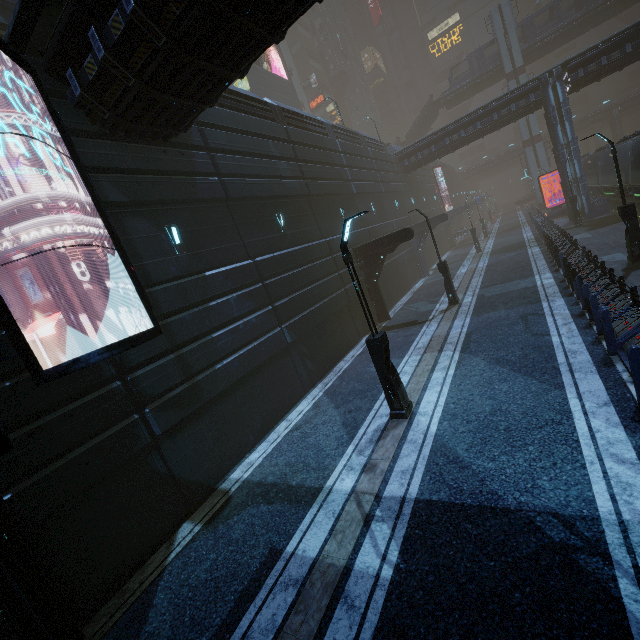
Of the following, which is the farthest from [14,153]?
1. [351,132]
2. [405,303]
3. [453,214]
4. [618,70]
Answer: [453,214]

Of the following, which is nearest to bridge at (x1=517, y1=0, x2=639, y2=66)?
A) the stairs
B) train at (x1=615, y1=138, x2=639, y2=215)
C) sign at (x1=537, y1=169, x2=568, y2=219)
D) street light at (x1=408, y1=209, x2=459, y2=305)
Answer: the stairs

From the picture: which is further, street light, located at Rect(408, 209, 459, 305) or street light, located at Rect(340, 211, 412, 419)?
street light, located at Rect(408, 209, 459, 305)

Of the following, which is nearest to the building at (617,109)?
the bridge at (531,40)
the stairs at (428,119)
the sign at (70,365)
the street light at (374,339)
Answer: the sign at (70,365)

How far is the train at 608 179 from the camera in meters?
24.7

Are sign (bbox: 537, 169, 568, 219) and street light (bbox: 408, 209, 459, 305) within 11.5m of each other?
no

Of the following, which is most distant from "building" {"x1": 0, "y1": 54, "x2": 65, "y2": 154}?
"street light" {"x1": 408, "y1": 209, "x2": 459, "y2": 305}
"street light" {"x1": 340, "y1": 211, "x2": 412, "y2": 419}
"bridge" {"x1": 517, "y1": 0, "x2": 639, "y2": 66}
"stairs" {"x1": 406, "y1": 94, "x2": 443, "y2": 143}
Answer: "bridge" {"x1": 517, "y1": 0, "x2": 639, "y2": 66}

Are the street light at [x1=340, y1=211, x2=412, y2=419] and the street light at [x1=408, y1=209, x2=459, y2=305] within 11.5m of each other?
yes
